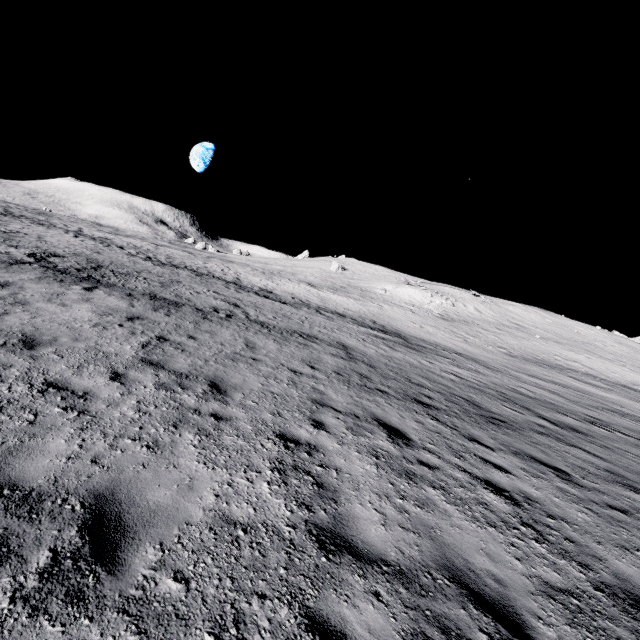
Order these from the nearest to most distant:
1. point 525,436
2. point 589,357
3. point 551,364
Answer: point 525,436, point 551,364, point 589,357
